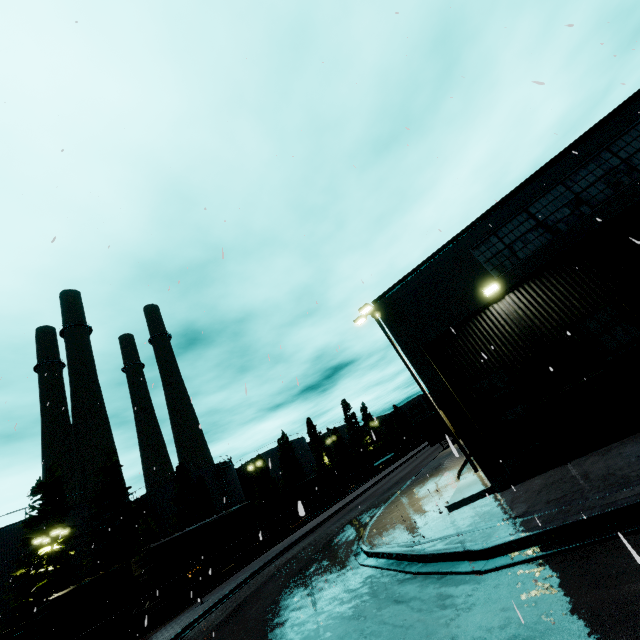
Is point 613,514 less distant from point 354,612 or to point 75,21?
point 354,612

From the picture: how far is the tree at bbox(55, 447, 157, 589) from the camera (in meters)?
28.31

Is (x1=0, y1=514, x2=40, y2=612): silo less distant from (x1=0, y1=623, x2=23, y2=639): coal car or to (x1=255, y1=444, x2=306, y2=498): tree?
(x1=255, y1=444, x2=306, y2=498): tree

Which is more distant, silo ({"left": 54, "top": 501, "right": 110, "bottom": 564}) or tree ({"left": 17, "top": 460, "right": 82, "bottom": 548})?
silo ({"left": 54, "top": 501, "right": 110, "bottom": 564})

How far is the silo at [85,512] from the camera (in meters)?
32.56

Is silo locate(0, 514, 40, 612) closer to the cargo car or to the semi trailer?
the cargo car

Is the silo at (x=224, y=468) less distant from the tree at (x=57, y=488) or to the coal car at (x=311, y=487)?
the coal car at (x=311, y=487)

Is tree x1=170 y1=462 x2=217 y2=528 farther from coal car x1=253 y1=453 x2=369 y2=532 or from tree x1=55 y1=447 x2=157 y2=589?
coal car x1=253 y1=453 x2=369 y2=532
